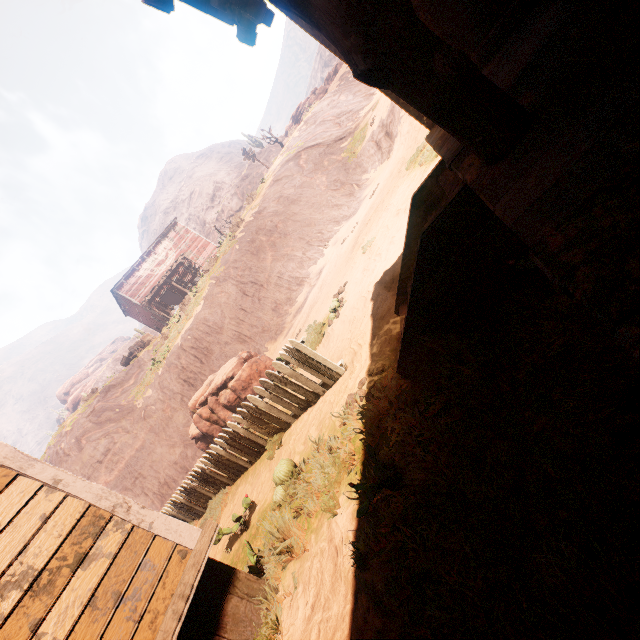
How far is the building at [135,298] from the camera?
31.2 meters

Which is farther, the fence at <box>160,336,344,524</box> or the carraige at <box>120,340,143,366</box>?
the carraige at <box>120,340,143,366</box>

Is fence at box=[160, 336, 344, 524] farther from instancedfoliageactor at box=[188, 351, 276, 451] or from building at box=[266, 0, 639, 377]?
instancedfoliageactor at box=[188, 351, 276, 451]

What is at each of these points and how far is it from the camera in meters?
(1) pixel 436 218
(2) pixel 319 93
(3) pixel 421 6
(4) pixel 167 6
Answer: (1) building, 2.4 m
(2) rock, 38.6 m
(3) bp, 3.2 m
(4) building, 2.5 m

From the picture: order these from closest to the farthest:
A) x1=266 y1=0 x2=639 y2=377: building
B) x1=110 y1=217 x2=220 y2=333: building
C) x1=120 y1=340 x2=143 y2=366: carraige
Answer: x1=266 y1=0 x2=639 y2=377: building, x1=120 y1=340 x2=143 y2=366: carraige, x1=110 y1=217 x2=220 y2=333: building

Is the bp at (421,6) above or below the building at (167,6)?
below

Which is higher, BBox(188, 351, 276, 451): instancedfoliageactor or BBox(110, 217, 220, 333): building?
BBox(110, 217, 220, 333): building

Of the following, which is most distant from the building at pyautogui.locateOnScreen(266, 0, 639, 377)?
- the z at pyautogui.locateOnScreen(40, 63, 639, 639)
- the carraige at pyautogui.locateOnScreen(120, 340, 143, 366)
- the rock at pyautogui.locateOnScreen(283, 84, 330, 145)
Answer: the rock at pyautogui.locateOnScreen(283, 84, 330, 145)
